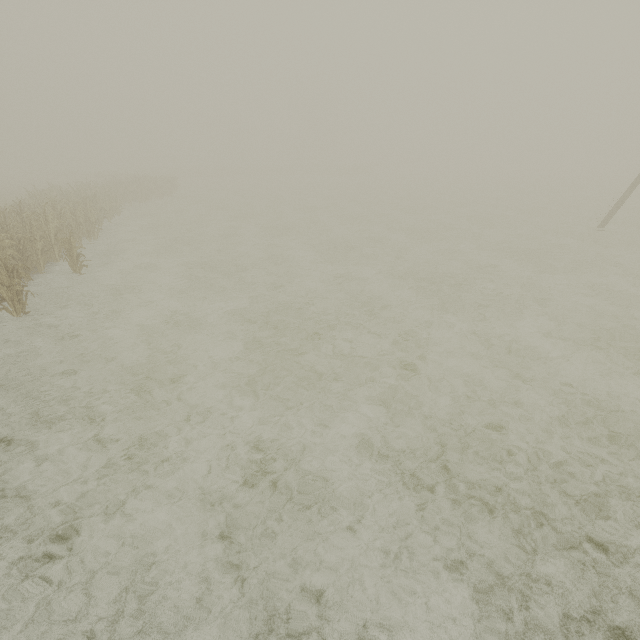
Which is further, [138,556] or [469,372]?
[469,372]
